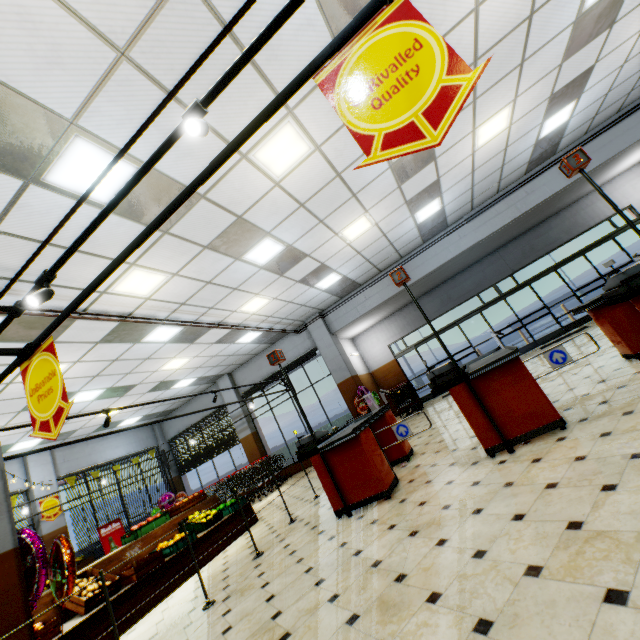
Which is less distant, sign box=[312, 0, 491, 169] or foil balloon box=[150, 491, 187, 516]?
sign box=[312, 0, 491, 169]

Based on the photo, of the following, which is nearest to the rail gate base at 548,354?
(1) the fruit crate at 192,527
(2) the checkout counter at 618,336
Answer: (2) the checkout counter at 618,336

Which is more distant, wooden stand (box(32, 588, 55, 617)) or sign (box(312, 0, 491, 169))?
wooden stand (box(32, 588, 55, 617))

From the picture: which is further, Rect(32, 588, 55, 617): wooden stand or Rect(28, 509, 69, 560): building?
Rect(28, 509, 69, 560): building

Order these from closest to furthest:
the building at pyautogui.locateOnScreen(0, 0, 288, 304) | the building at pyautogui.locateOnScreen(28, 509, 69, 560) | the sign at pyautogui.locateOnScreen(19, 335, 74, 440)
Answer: the sign at pyautogui.locateOnScreen(19, 335, 74, 440) < the building at pyautogui.locateOnScreen(0, 0, 288, 304) < the building at pyautogui.locateOnScreen(28, 509, 69, 560)

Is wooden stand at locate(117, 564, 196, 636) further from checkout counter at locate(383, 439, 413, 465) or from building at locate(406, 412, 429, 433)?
checkout counter at locate(383, 439, 413, 465)

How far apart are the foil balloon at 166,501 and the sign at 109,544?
1.4m

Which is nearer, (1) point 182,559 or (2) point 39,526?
(1) point 182,559
